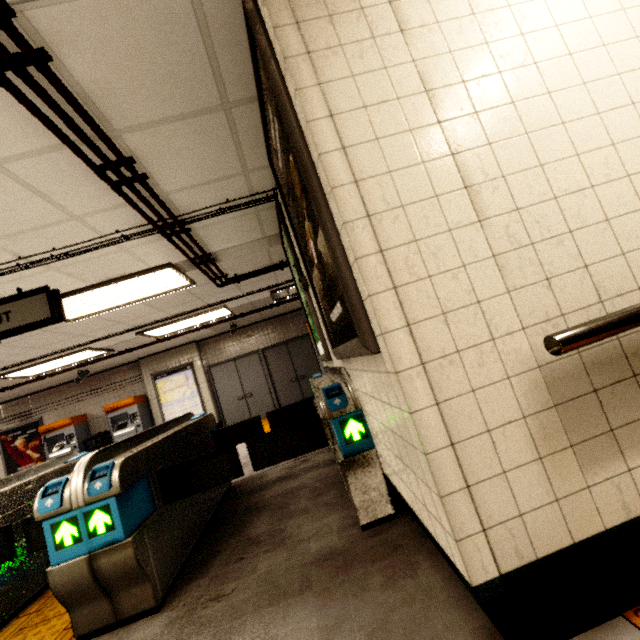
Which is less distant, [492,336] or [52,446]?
[492,336]

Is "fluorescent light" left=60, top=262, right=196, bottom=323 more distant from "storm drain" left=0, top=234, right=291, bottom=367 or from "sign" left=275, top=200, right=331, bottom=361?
"sign" left=275, top=200, right=331, bottom=361

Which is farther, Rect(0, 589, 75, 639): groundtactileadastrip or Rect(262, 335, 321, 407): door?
Rect(262, 335, 321, 407): door

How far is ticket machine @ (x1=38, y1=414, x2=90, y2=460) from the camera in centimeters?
902cm

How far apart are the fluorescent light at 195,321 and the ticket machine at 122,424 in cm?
267

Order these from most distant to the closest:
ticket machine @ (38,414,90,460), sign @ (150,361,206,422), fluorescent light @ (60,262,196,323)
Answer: sign @ (150,361,206,422) < ticket machine @ (38,414,90,460) < fluorescent light @ (60,262,196,323)

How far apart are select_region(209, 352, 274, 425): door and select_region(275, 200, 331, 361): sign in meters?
6.2

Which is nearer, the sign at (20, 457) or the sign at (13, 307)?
the sign at (13, 307)
